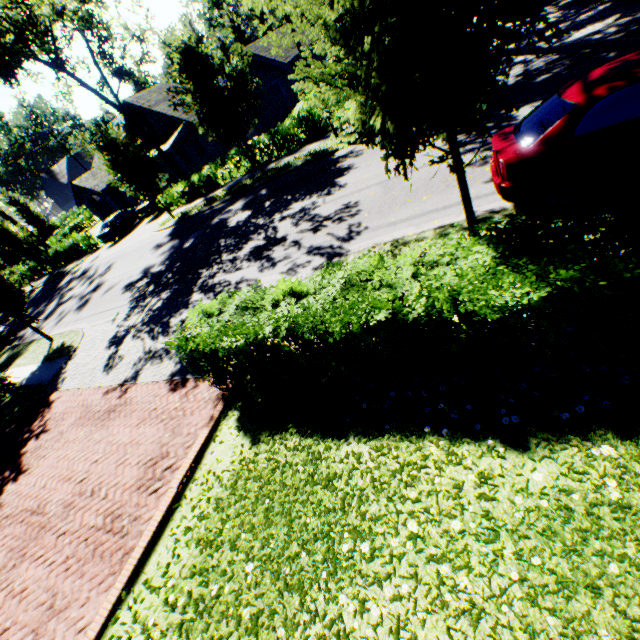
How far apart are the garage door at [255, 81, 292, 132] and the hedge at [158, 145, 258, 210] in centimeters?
863cm

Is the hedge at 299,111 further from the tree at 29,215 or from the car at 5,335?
the car at 5,335

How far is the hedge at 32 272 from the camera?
34.2m

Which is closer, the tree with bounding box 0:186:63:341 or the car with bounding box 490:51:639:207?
the car with bounding box 490:51:639:207

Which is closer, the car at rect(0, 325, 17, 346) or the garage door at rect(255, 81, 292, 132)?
the car at rect(0, 325, 17, 346)

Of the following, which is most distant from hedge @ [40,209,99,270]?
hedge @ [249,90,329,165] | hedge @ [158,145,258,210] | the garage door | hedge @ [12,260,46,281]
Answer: hedge @ [249,90,329,165]

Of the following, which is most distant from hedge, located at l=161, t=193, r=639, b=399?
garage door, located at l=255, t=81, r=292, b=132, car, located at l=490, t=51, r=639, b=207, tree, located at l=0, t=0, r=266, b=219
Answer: garage door, located at l=255, t=81, r=292, b=132

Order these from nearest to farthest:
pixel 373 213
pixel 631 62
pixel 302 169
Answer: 1. pixel 631 62
2. pixel 373 213
3. pixel 302 169
